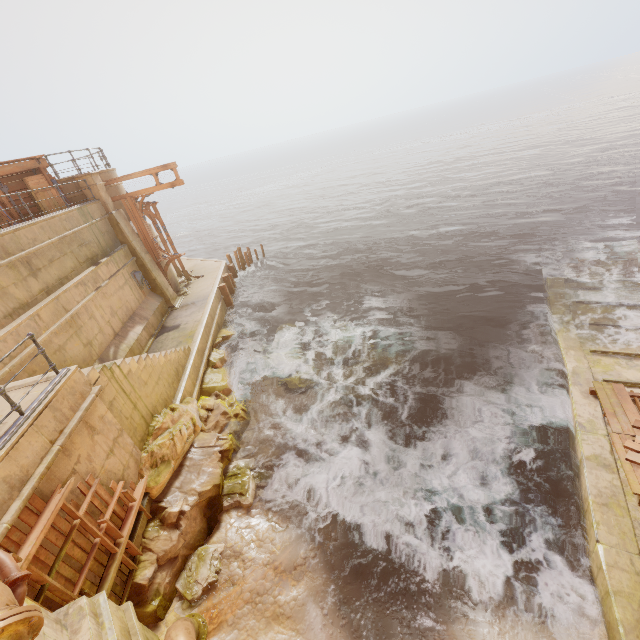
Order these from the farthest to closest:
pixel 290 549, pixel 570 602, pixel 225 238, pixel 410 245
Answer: pixel 225 238 < pixel 410 245 < pixel 290 549 < pixel 570 602

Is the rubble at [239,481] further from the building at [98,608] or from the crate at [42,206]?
the crate at [42,206]

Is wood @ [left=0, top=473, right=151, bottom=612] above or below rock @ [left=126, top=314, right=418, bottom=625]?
above

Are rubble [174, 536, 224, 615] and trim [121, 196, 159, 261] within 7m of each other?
no

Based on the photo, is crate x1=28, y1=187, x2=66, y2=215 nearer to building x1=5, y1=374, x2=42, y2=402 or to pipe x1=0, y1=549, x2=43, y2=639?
building x1=5, y1=374, x2=42, y2=402

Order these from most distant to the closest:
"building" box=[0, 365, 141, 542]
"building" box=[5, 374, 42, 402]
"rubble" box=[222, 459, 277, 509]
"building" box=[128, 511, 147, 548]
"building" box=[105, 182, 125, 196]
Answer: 1. "building" box=[105, 182, 125, 196]
2. "rubble" box=[222, 459, 277, 509]
3. "building" box=[128, 511, 147, 548]
4. "building" box=[5, 374, 42, 402]
5. "building" box=[0, 365, 141, 542]

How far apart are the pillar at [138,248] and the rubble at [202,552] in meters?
12.0

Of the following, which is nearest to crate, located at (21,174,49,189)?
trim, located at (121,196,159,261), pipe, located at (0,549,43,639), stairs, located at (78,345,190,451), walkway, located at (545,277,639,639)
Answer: trim, located at (121,196,159,261)
